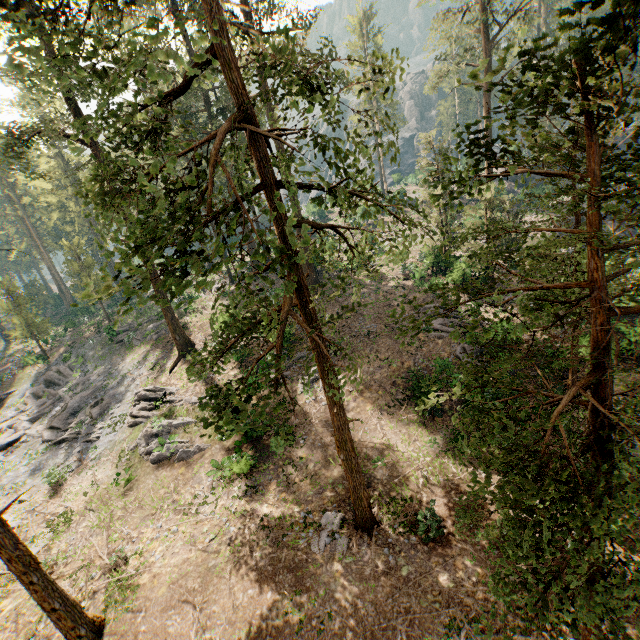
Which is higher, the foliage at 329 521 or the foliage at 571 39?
the foliage at 571 39

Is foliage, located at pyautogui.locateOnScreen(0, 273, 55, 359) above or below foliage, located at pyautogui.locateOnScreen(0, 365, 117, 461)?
above

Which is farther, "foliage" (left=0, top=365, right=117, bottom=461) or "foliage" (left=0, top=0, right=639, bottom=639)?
"foliage" (left=0, top=365, right=117, bottom=461)

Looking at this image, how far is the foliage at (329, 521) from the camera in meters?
13.9

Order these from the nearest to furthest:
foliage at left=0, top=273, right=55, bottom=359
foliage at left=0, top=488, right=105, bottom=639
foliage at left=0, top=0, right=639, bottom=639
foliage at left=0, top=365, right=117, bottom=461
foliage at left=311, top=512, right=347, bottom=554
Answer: foliage at left=0, top=0, right=639, bottom=639, foliage at left=0, top=488, right=105, bottom=639, foliage at left=311, top=512, right=347, bottom=554, foliage at left=0, top=365, right=117, bottom=461, foliage at left=0, top=273, right=55, bottom=359

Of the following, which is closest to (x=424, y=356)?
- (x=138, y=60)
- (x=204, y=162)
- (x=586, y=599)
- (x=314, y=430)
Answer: (x=314, y=430)

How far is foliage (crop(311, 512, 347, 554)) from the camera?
13.9m
